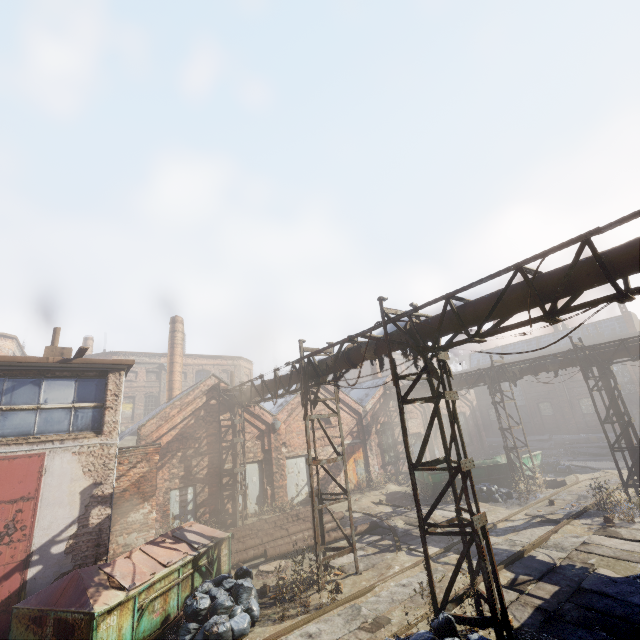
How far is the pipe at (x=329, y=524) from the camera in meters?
12.1

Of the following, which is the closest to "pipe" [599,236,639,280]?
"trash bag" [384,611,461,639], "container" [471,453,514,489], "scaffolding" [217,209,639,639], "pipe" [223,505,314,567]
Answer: "scaffolding" [217,209,639,639]

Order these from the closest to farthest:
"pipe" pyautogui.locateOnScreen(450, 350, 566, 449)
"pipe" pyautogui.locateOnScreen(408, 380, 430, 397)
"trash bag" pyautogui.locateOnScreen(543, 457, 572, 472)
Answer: "pipe" pyautogui.locateOnScreen(450, 350, 566, 449) → "trash bag" pyautogui.locateOnScreen(543, 457, 572, 472) → "pipe" pyautogui.locateOnScreen(408, 380, 430, 397)

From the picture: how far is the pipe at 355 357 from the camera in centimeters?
910cm

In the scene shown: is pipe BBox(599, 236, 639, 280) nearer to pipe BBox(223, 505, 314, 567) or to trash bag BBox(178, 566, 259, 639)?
pipe BBox(223, 505, 314, 567)

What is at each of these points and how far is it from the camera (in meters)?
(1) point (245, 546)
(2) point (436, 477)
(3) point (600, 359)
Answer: (1) pipe, 11.38
(2) container, 16.80
(3) pipe, 14.34

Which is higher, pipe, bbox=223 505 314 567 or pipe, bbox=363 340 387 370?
pipe, bbox=363 340 387 370

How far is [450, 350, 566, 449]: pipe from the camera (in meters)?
16.16
